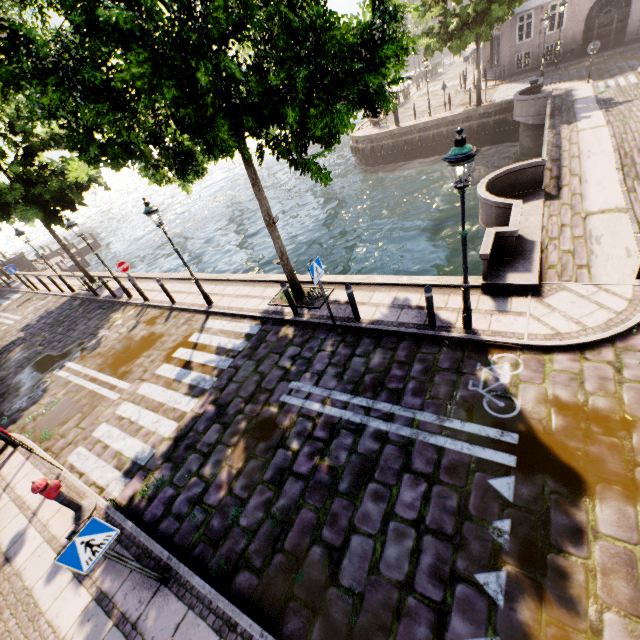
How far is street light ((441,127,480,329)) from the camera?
4.71m

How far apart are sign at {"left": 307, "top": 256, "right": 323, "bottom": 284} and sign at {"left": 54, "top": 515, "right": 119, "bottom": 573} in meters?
5.4

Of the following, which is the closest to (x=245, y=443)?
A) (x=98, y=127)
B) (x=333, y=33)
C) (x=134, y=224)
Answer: (x=98, y=127)

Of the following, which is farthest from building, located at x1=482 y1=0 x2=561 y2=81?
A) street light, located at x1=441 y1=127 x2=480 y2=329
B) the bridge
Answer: the bridge

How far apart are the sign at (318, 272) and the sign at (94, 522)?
5.39m

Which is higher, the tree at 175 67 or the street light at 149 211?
the tree at 175 67

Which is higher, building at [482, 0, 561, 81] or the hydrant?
building at [482, 0, 561, 81]

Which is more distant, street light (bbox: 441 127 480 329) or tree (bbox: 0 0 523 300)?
street light (bbox: 441 127 480 329)
